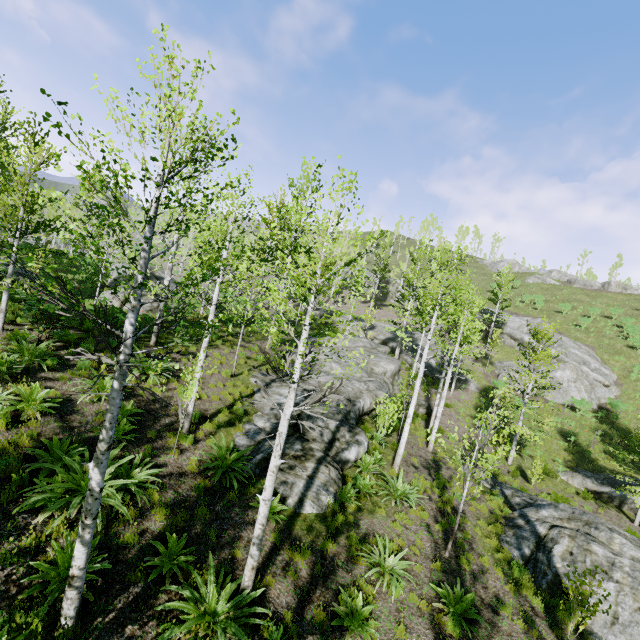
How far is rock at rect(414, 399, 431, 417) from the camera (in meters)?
21.97

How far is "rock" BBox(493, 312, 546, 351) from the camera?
34.9 meters

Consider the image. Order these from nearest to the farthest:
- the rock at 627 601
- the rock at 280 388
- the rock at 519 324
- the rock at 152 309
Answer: the rock at 627 601, the rock at 280 388, the rock at 152 309, the rock at 519 324

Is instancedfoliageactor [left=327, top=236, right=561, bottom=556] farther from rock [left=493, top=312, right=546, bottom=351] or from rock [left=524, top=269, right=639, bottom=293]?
rock [left=524, top=269, right=639, bottom=293]

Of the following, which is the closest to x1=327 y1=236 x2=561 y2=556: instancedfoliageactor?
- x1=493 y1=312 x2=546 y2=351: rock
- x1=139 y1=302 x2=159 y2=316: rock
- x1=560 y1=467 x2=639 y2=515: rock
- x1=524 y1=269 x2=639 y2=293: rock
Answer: x1=139 y1=302 x2=159 y2=316: rock

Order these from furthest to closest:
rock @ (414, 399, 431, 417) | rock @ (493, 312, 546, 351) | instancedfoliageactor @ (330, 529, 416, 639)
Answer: rock @ (493, 312, 546, 351), rock @ (414, 399, 431, 417), instancedfoliageactor @ (330, 529, 416, 639)

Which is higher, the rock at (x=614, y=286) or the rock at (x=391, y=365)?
the rock at (x=614, y=286)

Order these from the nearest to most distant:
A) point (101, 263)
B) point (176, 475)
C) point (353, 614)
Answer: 1. point (353, 614)
2. point (176, 475)
3. point (101, 263)
